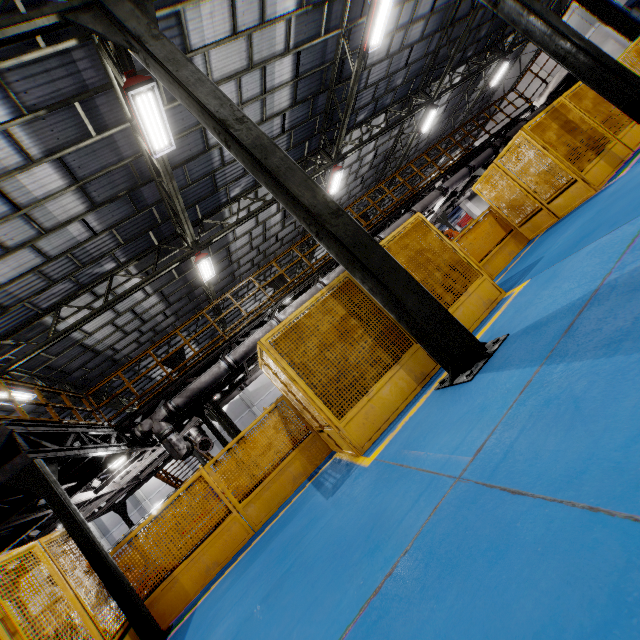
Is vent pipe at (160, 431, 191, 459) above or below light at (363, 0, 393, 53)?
below

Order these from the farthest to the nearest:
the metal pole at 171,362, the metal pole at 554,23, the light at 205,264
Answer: the metal pole at 171,362
the light at 205,264
the metal pole at 554,23

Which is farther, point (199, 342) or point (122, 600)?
point (199, 342)

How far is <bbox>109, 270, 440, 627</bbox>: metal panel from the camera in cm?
485

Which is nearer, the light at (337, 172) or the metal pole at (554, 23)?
the metal pole at (554, 23)

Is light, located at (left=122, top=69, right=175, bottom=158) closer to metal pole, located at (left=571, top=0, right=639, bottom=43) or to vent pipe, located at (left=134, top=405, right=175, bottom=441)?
vent pipe, located at (left=134, top=405, right=175, bottom=441)

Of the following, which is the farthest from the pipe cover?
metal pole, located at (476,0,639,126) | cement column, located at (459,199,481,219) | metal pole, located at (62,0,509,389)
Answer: cement column, located at (459,199,481,219)

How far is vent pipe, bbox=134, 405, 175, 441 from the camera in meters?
8.6
